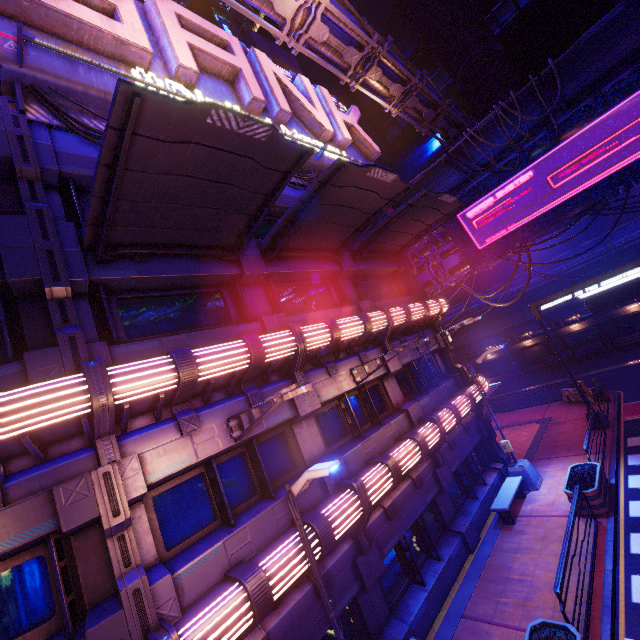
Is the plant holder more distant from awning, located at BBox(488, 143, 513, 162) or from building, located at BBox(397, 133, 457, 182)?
building, located at BBox(397, 133, 457, 182)

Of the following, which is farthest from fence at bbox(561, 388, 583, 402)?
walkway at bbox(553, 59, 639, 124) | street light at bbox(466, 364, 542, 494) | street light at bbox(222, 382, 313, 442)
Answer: street light at bbox(222, 382, 313, 442)

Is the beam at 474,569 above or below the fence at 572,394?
below

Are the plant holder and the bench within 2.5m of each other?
yes

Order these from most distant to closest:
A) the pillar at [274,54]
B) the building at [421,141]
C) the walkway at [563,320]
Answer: the building at [421,141], the walkway at [563,320], the pillar at [274,54]

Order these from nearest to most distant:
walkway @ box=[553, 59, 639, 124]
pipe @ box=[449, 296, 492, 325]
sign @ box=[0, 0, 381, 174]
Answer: sign @ box=[0, 0, 381, 174]
walkway @ box=[553, 59, 639, 124]
pipe @ box=[449, 296, 492, 325]

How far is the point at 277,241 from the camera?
10.9m

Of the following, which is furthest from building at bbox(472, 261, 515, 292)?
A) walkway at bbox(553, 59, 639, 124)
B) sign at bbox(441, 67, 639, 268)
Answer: sign at bbox(441, 67, 639, 268)
